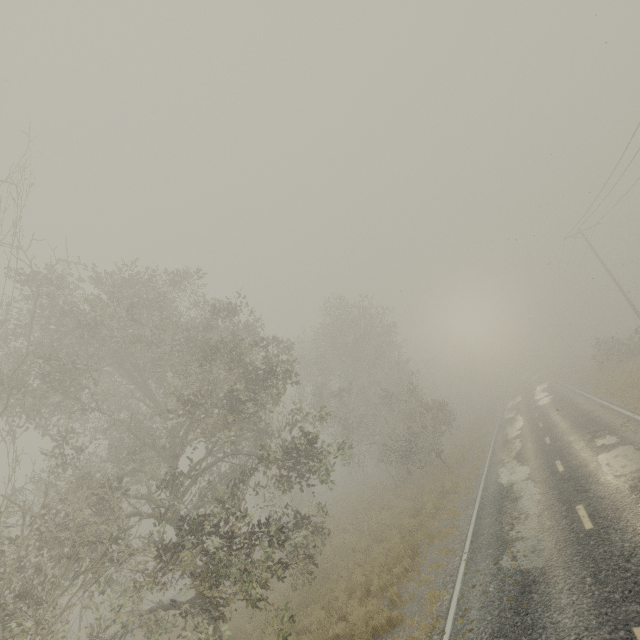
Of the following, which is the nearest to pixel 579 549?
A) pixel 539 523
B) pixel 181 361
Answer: pixel 539 523
